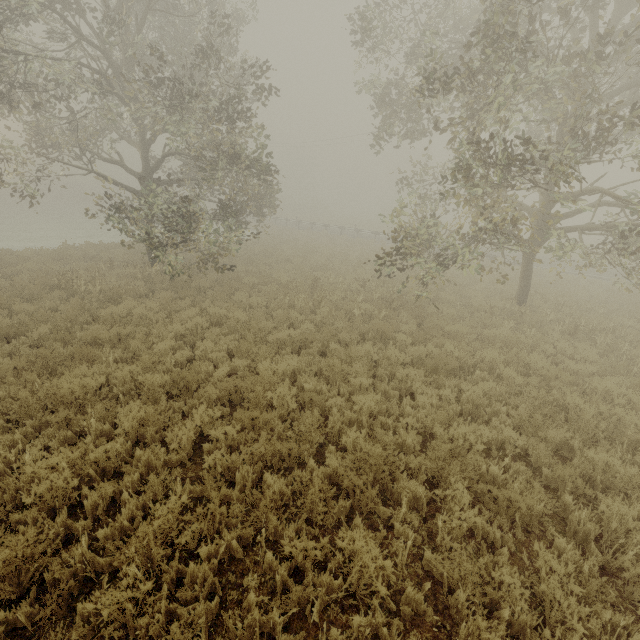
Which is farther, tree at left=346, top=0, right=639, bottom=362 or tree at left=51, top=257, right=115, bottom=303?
tree at left=51, top=257, right=115, bottom=303

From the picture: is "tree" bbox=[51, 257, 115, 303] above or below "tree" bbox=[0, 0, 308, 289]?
below

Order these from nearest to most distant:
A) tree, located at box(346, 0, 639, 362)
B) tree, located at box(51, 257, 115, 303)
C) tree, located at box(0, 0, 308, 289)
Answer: tree, located at box(346, 0, 639, 362) < tree, located at box(0, 0, 308, 289) < tree, located at box(51, 257, 115, 303)

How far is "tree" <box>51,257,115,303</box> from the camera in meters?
10.8 m

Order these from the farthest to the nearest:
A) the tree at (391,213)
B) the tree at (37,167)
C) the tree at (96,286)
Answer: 1. the tree at (96,286)
2. the tree at (37,167)
3. the tree at (391,213)

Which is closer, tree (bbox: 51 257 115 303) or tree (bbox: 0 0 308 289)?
tree (bbox: 0 0 308 289)

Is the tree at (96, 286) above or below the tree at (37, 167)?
below

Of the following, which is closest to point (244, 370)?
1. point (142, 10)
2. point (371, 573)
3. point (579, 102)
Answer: point (371, 573)
